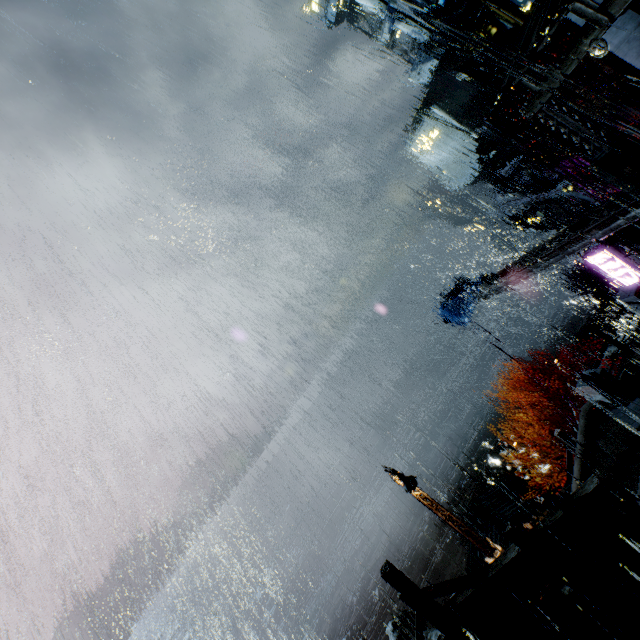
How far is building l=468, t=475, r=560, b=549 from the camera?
20.1 meters

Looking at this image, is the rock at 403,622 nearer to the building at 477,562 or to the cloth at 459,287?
the building at 477,562

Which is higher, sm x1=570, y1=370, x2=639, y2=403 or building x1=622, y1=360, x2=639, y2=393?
sm x1=570, y1=370, x2=639, y2=403

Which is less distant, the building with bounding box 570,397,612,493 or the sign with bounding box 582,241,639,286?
the building with bounding box 570,397,612,493

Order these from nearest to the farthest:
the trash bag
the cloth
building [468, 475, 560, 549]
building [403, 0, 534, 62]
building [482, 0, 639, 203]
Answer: the trash bag, building [482, 0, 639, 203], the cloth, building [468, 475, 560, 549], building [403, 0, 534, 62]

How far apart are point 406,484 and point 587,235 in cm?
1315

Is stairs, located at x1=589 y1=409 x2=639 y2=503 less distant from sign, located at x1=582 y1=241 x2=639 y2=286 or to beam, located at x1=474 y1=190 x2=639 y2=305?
beam, located at x1=474 y1=190 x2=639 y2=305

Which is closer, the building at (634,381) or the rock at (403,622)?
the building at (634,381)
